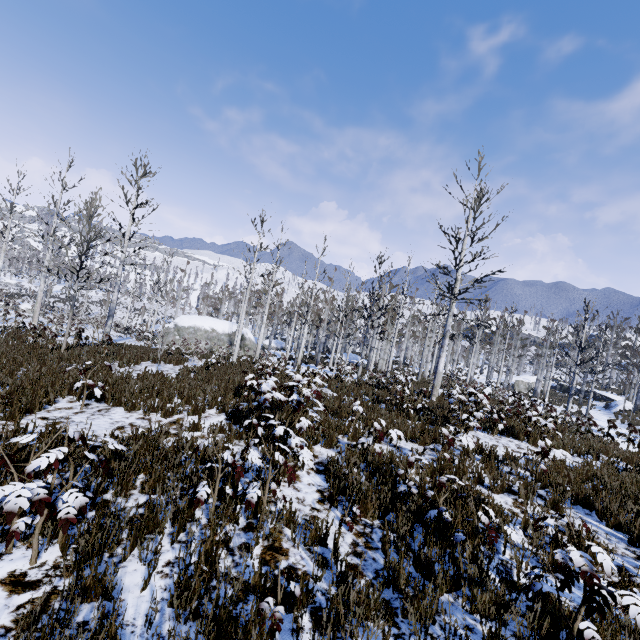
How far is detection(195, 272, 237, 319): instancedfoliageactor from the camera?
42.3 meters

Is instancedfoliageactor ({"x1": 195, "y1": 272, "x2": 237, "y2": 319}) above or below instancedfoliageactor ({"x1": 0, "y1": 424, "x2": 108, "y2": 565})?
above

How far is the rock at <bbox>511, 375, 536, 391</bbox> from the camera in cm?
4190

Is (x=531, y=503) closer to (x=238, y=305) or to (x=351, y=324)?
(x=351, y=324)

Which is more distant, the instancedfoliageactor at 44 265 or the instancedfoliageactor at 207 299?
the instancedfoliageactor at 207 299

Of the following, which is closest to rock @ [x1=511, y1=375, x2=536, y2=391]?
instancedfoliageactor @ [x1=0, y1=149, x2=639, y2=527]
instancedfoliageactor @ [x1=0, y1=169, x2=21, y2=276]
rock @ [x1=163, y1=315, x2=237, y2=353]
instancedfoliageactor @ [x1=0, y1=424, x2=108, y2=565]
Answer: instancedfoliageactor @ [x1=0, y1=169, x2=21, y2=276]

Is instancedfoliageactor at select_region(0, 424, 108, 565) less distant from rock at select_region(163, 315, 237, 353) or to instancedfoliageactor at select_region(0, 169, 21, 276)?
instancedfoliageactor at select_region(0, 169, 21, 276)

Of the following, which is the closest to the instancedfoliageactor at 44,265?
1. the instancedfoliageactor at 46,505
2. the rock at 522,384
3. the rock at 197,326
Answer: the rock at 197,326
